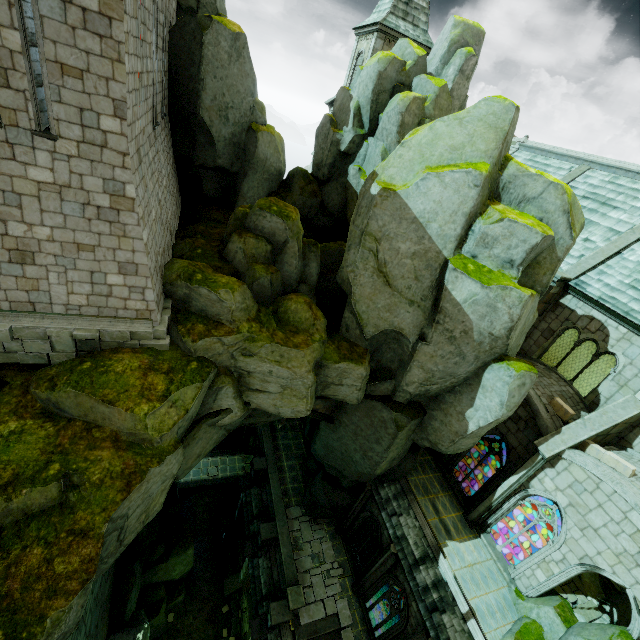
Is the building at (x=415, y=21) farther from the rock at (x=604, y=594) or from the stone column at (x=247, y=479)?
the rock at (x=604, y=594)

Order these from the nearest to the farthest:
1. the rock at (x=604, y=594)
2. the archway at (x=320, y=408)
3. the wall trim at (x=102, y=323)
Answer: the wall trim at (x=102, y=323)
the rock at (x=604, y=594)
the archway at (x=320, y=408)

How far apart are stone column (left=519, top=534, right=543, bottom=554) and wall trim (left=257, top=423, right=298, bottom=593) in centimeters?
1805cm

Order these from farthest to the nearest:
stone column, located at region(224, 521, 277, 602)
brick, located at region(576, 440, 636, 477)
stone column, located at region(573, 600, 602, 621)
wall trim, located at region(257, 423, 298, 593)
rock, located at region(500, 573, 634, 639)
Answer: stone column, located at region(573, 600, 602, 621)
stone column, located at region(224, 521, 277, 602)
wall trim, located at region(257, 423, 298, 593)
brick, located at region(576, 440, 636, 477)
rock, located at region(500, 573, 634, 639)

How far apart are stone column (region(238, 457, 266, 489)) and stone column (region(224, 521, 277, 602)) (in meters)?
3.26

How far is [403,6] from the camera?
25.98m

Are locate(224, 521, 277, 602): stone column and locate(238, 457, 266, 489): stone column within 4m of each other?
yes

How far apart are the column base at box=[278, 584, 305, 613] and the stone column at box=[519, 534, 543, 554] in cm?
1805
